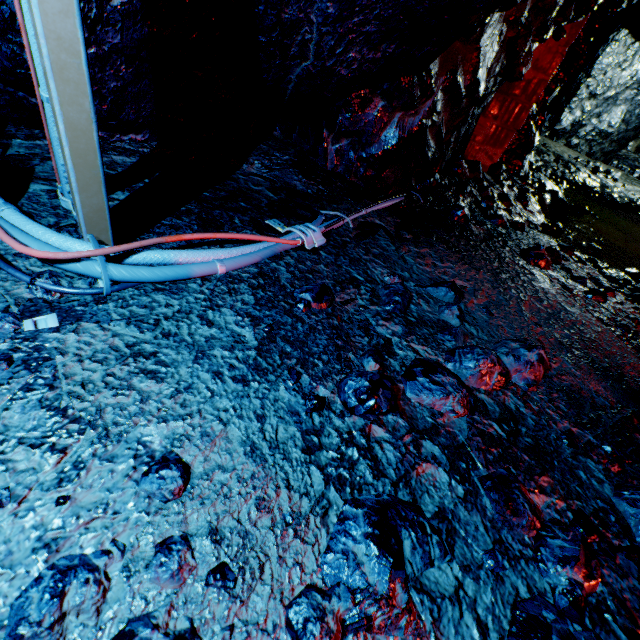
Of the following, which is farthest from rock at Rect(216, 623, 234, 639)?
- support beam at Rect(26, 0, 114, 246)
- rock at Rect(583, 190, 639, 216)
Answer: rock at Rect(583, 190, 639, 216)

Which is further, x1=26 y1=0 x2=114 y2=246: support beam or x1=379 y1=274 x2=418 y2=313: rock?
x1=379 y1=274 x2=418 y2=313: rock

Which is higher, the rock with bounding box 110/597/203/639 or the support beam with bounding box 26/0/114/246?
the support beam with bounding box 26/0/114/246

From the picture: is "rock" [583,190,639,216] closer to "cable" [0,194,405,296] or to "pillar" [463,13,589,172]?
"pillar" [463,13,589,172]

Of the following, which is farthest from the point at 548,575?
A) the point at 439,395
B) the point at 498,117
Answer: the point at 498,117

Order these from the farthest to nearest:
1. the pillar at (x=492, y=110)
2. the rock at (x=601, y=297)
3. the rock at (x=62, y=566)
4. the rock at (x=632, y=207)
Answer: the rock at (x=632, y=207) < the pillar at (x=492, y=110) < the rock at (x=601, y=297) < the rock at (x=62, y=566)

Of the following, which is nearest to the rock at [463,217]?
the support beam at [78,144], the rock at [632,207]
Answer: the support beam at [78,144]

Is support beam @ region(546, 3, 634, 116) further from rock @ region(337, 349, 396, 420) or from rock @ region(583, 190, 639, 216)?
rock @ region(583, 190, 639, 216)
